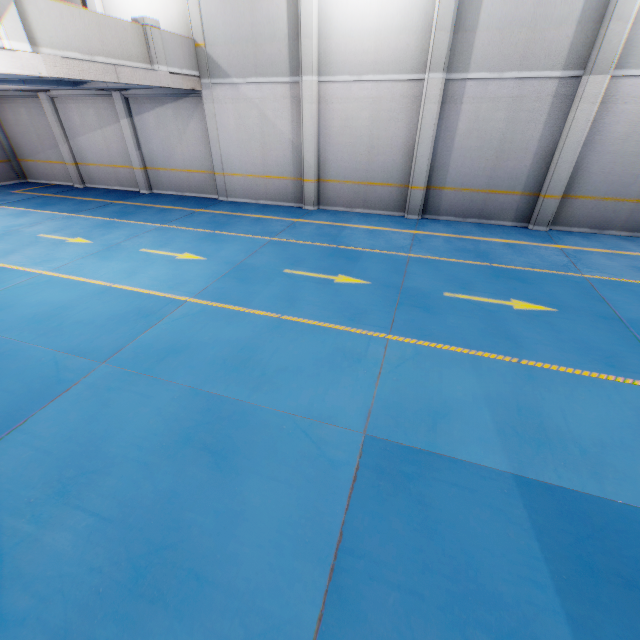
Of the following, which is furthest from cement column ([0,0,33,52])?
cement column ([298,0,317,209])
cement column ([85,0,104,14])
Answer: cement column ([298,0,317,209])

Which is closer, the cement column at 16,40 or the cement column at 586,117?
the cement column at 16,40

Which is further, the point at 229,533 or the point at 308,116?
the point at 308,116

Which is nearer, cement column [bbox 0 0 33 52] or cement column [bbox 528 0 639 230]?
cement column [bbox 0 0 33 52]

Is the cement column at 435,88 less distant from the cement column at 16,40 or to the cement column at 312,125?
the cement column at 312,125

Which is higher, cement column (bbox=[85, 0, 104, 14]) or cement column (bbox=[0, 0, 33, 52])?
cement column (bbox=[85, 0, 104, 14])

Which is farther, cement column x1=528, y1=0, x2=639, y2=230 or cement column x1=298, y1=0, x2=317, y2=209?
cement column x1=298, y1=0, x2=317, y2=209

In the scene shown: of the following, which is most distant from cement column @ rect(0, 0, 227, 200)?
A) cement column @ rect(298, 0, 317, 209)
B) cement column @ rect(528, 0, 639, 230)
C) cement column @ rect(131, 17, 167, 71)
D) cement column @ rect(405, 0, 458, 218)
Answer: cement column @ rect(528, 0, 639, 230)
